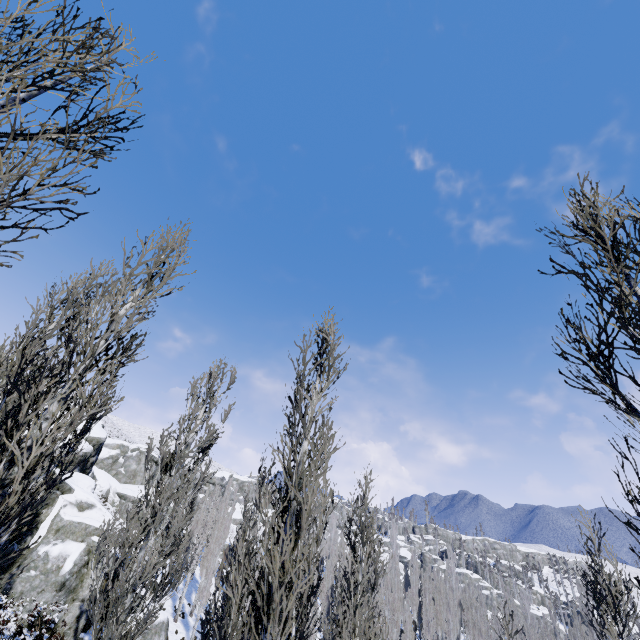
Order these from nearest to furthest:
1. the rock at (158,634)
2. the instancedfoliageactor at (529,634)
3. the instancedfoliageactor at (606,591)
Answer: the instancedfoliageactor at (529,634) → the instancedfoliageactor at (606,591) → the rock at (158,634)

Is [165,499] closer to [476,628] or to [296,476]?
[296,476]

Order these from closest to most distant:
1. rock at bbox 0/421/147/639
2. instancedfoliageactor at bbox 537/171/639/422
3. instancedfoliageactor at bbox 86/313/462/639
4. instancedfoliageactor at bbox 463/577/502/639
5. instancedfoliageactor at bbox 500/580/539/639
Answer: instancedfoliageactor at bbox 537/171/639/422 → instancedfoliageactor at bbox 86/313/462/639 → instancedfoliageactor at bbox 500/580/539/639 → rock at bbox 0/421/147/639 → instancedfoliageactor at bbox 463/577/502/639

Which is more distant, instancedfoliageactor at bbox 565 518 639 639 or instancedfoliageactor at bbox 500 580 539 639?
instancedfoliageactor at bbox 565 518 639 639

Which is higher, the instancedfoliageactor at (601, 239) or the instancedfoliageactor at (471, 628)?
the instancedfoliageactor at (601, 239)

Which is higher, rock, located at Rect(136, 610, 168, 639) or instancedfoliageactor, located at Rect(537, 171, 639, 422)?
instancedfoliageactor, located at Rect(537, 171, 639, 422)
